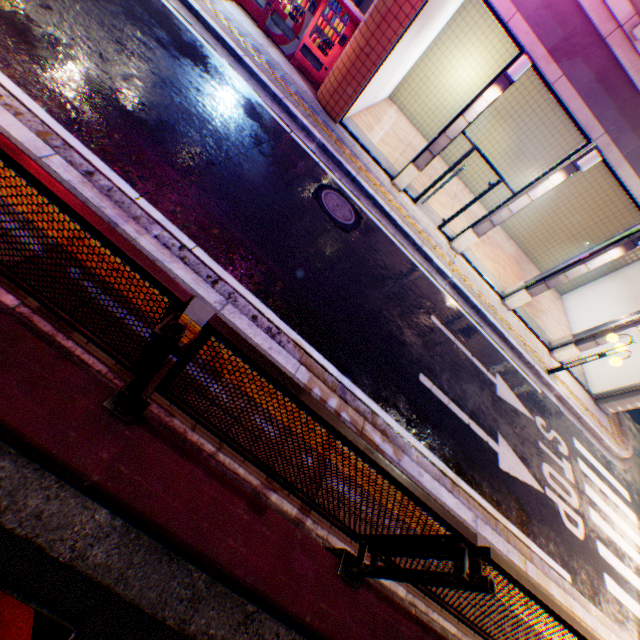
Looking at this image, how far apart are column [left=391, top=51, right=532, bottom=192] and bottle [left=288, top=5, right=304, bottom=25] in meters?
5.1

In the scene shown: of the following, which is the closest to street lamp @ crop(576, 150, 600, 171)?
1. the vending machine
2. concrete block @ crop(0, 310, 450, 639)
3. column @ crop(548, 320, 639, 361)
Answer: column @ crop(548, 320, 639, 361)

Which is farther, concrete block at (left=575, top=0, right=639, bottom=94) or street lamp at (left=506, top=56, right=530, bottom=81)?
street lamp at (left=506, top=56, right=530, bottom=81)

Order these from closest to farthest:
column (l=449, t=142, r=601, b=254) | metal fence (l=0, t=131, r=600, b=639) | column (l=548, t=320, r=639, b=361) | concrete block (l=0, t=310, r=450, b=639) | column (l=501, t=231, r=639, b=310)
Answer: metal fence (l=0, t=131, r=600, b=639)
concrete block (l=0, t=310, r=450, b=639)
column (l=449, t=142, r=601, b=254)
column (l=501, t=231, r=639, b=310)
column (l=548, t=320, r=639, b=361)

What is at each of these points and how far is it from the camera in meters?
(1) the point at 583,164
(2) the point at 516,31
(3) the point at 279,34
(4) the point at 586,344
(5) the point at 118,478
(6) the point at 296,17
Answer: (1) street lamp, 8.0
(2) concrete block, 7.3
(3) vending machine, 9.5
(4) column, 11.2
(5) concrete block, 2.1
(6) bottle, 9.3

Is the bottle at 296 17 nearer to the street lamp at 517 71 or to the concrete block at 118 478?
the street lamp at 517 71

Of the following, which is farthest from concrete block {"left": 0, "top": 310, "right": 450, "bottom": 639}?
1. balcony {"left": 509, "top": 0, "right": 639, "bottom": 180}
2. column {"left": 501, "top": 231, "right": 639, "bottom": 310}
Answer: balcony {"left": 509, "top": 0, "right": 639, "bottom": 180}

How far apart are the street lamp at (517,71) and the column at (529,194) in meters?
2.6
